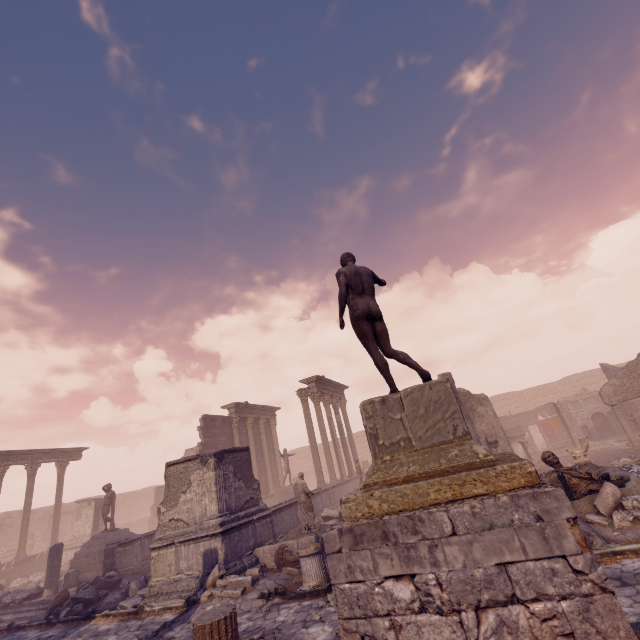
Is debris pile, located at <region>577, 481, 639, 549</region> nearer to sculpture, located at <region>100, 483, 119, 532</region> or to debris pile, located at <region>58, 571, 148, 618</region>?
debris pile, located at <region>58, 571, 148, 618</region>

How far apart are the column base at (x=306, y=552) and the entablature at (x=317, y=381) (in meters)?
12.53

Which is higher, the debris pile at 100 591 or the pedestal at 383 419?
the pedestal at 383 419

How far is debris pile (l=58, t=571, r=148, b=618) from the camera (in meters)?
10.51

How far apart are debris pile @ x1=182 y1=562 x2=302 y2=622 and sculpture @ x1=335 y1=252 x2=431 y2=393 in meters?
6.7 m

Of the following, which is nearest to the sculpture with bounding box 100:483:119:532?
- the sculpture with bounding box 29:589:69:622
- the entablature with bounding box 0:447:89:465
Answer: the sculpture with bounding box 29:589:69:622

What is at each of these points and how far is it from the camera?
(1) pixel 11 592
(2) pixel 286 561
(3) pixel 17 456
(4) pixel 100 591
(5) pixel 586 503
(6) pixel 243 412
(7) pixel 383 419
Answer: (1) building debris, 13.21m
(2) sculpture, 9.63m
(3) entablature, 21.62m
(4) debris pile, 11.45m
(5) building debris, 7.11m
(6) entablature, 23.91m
(7) pedestal, 4.11m

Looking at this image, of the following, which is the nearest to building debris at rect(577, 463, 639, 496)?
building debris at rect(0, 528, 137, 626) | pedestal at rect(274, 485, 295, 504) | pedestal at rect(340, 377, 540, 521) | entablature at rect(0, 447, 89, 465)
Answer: pedestal at rect(340, 377, 540, 521)
